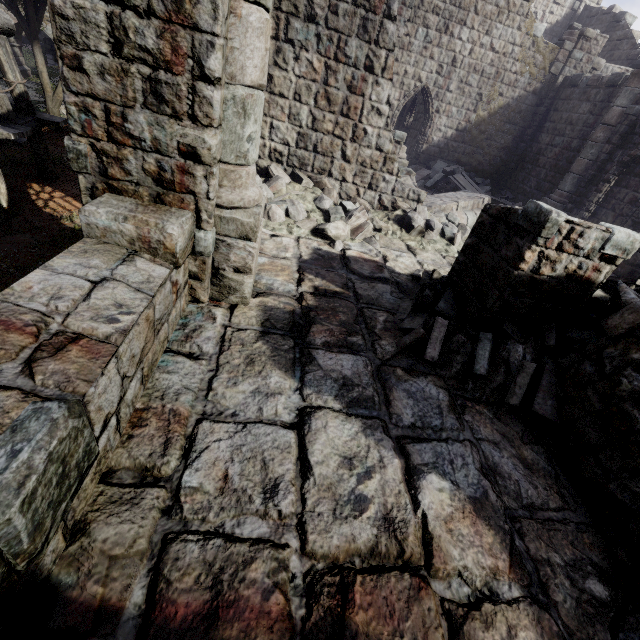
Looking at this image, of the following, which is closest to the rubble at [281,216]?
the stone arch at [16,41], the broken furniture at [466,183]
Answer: the broken furniture at [466,183]

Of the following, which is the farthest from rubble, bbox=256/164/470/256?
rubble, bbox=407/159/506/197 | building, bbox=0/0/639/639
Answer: rubble, bbox=407/159/506/197

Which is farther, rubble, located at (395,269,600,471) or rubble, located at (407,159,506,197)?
rubble, located at (407,159,506,197)

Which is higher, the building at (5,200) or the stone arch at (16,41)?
the stone arch at (16,41)

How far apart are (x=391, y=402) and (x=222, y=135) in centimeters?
333cm

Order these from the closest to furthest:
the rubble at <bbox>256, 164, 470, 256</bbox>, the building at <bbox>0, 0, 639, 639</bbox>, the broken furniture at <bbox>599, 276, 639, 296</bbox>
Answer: the building at <bbox>0, 0, 639, 639</bbox> < the broken furniture at <bbox>599, 276, 639, 296</bbox> < the rubble at <bbox>256, 164, 470, 256</bbox>

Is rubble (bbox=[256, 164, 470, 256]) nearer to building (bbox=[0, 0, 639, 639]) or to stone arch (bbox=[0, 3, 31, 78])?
building (bbox=[0, 0, 639, 639])

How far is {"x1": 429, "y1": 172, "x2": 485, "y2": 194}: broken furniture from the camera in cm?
1500
